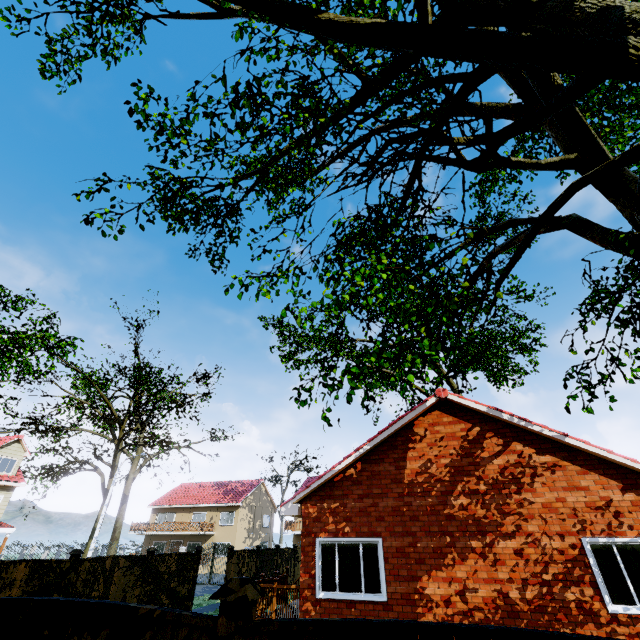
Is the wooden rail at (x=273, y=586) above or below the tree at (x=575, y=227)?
below

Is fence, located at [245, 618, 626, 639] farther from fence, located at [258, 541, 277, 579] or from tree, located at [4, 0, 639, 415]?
tree, located at [4, 0, 639, 415]

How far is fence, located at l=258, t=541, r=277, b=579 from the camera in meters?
18.7 m

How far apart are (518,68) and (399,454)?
10.11m

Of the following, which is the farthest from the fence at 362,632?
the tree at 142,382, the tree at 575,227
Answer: the tree at 575,227

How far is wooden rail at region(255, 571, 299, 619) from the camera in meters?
9.2 m

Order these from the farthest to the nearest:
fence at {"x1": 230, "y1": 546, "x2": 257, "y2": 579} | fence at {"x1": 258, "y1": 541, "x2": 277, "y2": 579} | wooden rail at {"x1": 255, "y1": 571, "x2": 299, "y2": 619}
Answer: fence at {"x1": 258, "y1": 541, "x2": 277, "y2": 579}
fence at {"x1": 230, "y1": 546, "x2": 257, "y2": 579}
wooden rail at {"x1": 255, "y1": 571, "x2": 299, "y2": 619}

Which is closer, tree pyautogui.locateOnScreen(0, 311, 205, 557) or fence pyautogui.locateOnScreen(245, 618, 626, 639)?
fence pyautogui.locateOnScreen(245, 618, 626, 639)
